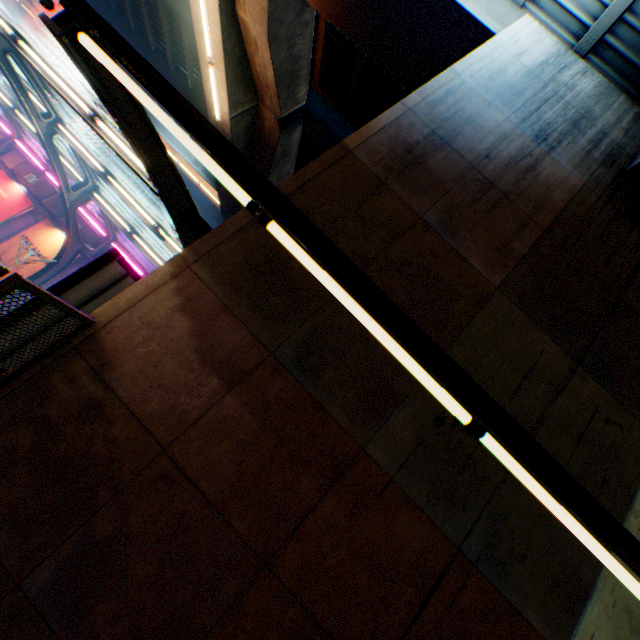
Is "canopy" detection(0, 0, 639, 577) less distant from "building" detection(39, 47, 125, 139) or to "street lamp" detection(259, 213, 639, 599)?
"street lamp" detection(259, 213, 639, 599)

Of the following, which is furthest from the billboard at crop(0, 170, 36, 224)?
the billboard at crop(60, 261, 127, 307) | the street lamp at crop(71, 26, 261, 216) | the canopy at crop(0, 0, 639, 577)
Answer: the street lamp at crop(71, 26, 261, 216)

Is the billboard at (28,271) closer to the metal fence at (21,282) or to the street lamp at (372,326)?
the metal fence at (21,282)

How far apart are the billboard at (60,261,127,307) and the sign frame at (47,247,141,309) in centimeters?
1cm

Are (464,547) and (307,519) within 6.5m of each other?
yes

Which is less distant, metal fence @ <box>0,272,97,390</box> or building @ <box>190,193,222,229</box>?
metal fence @ <box>0,272,97,390</box>

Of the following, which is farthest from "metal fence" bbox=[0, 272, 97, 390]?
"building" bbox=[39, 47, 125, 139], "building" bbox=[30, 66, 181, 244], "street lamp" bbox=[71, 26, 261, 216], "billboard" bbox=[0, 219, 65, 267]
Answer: "building" bbox=[30, 66, 181, 244]

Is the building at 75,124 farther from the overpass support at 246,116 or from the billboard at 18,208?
the billboard at 18,208
